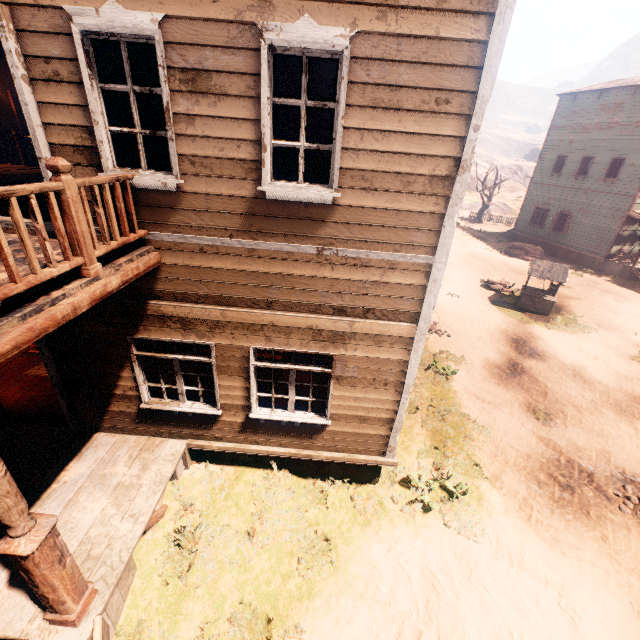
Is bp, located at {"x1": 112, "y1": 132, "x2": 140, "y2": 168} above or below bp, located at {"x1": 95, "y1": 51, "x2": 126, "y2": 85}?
below

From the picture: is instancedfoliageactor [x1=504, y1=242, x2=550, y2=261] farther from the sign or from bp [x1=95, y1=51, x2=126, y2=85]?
the sign

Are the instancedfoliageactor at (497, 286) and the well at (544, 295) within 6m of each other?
yes

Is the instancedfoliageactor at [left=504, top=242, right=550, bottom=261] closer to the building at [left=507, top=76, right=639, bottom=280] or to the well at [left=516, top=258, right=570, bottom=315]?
the building at [left=507, top=76, right=639, bottom=280]

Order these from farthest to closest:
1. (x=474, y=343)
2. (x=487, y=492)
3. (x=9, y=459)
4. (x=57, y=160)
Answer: (x=474, y=343)
(x=487, y=492)
(x=9, y=459)
(x=57, y=160)

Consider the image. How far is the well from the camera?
14.5m

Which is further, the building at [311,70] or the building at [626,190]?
the building at [626,190]

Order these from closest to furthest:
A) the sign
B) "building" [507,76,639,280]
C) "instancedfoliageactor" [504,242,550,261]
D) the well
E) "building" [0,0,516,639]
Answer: the sign
"building" [0,0,516,639]
the well
"building" [507,76,639,280]
"instancedfoliageactor" [504,242,550,261]
